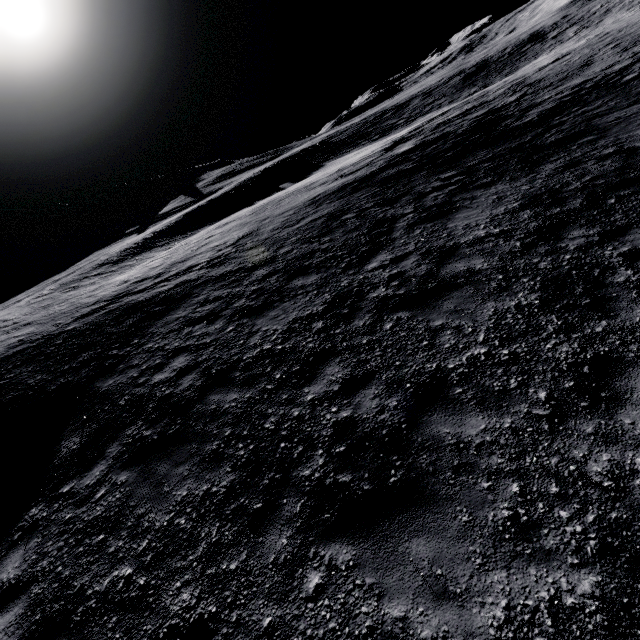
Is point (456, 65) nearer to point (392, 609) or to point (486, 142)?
point (486, 142)
